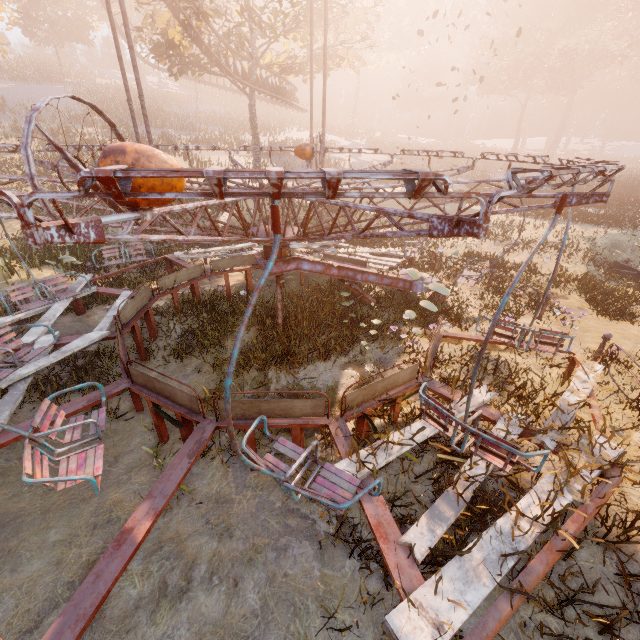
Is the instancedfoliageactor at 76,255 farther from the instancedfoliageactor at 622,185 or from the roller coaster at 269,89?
the instancedfoliageactor at 622,185

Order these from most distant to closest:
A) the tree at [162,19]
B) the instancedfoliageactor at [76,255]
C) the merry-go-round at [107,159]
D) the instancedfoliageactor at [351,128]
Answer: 1. the instancedfoliageactor at [351,128]
2. the tree at [162,19]
3. the instancedfoliageactor at [76,255]
4. the merry-go-round at [107,159]

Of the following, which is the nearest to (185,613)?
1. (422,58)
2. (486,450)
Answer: (486,450)

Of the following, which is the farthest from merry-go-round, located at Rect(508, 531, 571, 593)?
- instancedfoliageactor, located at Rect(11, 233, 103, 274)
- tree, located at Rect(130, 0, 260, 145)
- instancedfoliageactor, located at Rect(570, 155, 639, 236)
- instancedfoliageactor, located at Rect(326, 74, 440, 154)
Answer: instancedfoliageactor, located at Rect(326, 74, 440, 154)

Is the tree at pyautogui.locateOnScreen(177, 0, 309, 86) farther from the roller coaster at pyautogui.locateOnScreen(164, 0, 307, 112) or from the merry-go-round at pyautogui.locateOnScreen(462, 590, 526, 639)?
the merry-go-round at pyautogui.locateOnScreen(462, 590, 526, 639)

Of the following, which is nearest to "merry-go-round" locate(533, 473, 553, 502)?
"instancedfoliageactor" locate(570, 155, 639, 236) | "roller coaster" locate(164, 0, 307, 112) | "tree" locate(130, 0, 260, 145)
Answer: "roller coaster" locate(164, 0, 307, 112)

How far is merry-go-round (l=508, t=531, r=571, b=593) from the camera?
2.9m
